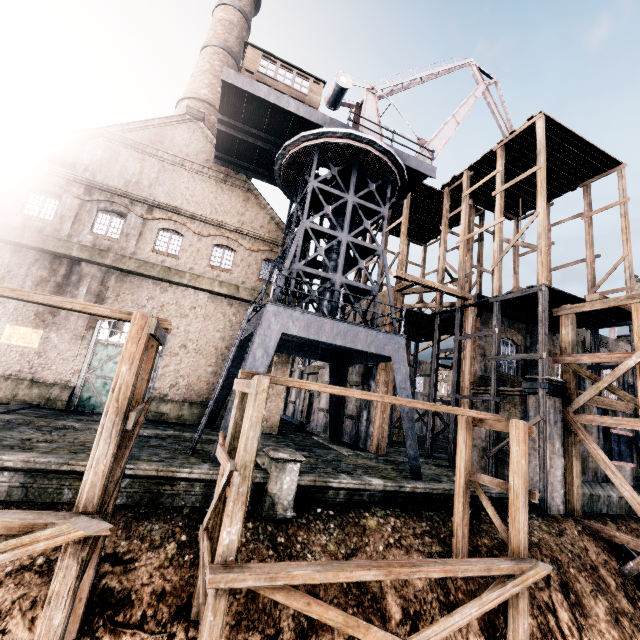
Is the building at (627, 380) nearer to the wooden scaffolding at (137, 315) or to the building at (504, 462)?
the building at (504, 462)

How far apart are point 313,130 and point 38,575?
20.1 meters

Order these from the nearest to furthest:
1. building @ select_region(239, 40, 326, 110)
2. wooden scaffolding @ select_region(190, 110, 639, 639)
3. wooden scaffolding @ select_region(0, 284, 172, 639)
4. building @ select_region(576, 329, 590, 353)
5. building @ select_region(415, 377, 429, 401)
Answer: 1. wooden scaffolding @ select_region(0, 284, 172, 639)
2. wooden scaffolding @ select_region(190, 110, 639, 639)
3. building @ select_region(239, 40, 326, 110)
4. building @ select_region(576, 329, 590, 353)
5. building @ select_region(415, 377, 429, 401)

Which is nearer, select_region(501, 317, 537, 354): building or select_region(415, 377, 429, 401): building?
select_region(501, 317, 537, 354): building

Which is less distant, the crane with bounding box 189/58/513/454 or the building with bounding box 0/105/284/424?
the crane with bounding box 189/58/513/454

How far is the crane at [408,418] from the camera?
14.48m

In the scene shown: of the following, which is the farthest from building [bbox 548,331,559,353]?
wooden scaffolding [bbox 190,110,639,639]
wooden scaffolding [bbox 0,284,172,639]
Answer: wooden scaffolding [bbox 0,284,172,639]
